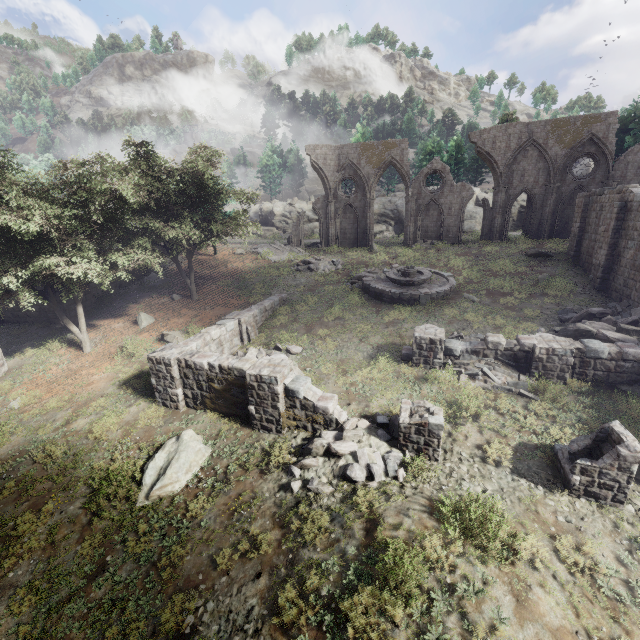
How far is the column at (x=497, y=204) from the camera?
29.1 meters

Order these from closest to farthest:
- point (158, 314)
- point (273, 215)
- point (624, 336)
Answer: point (624, 336)
point (158, 314)
point (273, 215)

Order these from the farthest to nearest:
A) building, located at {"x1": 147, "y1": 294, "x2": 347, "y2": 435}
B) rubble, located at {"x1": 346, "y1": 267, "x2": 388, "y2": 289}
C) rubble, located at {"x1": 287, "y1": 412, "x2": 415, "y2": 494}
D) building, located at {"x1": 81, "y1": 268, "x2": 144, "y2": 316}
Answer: rubble, located at {"x1": 346, "y1": 267, "x2": 388, "y2": 289}, building, located at {"x1": 81, "y1": 268, "x2": 144, "y2": 316}, building, located at {"x1": 147, "y1": 294, "x2": 347, "y2": 435}, rubble, located at {"x1": 287, "y1": 412, "x2": 415, "y2": 494}

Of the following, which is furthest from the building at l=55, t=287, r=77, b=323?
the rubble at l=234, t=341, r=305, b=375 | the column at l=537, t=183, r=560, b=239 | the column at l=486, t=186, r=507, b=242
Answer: the column at l=537, t=183, r=560, b=239

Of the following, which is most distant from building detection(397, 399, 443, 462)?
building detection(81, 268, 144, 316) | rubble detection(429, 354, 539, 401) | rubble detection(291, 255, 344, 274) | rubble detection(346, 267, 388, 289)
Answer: building detection(81, 268, 144, 316)

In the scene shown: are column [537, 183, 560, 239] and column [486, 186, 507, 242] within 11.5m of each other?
yes

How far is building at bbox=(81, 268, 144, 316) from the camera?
21.98m

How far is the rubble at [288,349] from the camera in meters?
15.1
